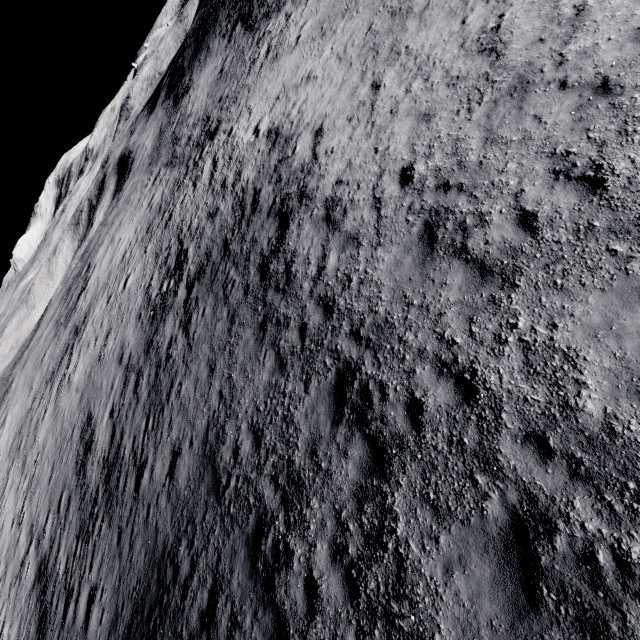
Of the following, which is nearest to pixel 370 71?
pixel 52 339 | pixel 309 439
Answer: pixel 309 439
